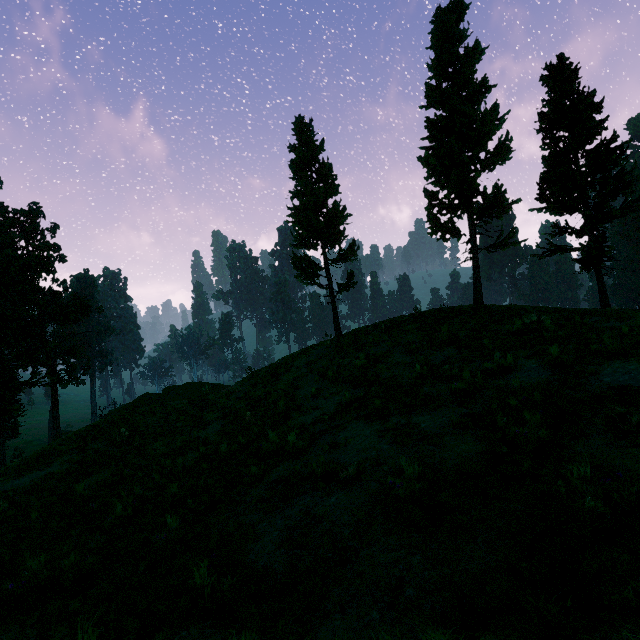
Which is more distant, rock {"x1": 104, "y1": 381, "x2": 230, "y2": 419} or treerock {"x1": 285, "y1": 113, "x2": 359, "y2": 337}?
rock {"x1": 104, "y1": 381, "x2": 230, "y2": 419}

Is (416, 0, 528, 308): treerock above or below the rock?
above

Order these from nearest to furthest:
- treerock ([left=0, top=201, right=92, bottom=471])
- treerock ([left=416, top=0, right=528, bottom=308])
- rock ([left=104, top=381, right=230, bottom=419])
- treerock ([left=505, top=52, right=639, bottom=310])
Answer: treerock ([left=416, top=0, right=528, bottom=308]) < treerock ([left=505, top=52, right=639, bottom=310]) < rock ([left=104, top=381, right=230, bottom=419]) < treerock ([left=0, top=201, right=92, bottom=471])

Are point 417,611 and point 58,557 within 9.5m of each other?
yes

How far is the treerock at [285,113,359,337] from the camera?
21.5 meters

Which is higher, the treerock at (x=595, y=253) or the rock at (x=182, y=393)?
the treerock at (x=595, y=253)
